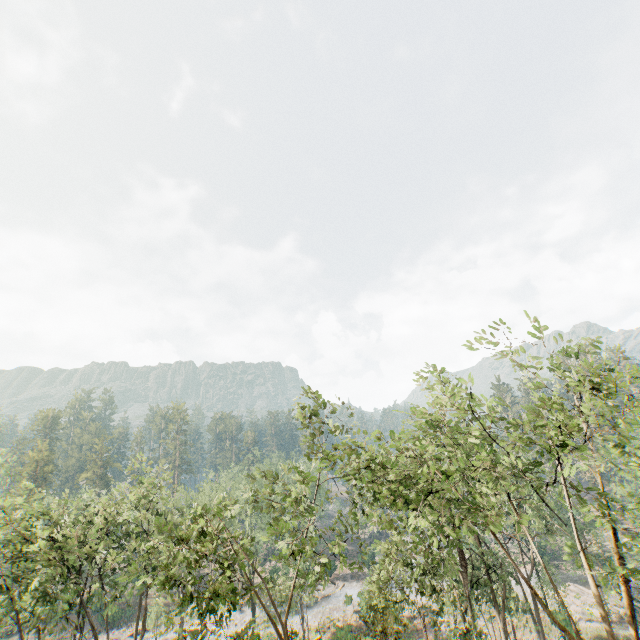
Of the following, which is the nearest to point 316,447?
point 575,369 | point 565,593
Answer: point 575,369

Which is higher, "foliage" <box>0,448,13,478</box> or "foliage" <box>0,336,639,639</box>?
"foliage" <box>0,448,13,478</box>

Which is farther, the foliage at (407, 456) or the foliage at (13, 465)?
the foliage at (13, 465)

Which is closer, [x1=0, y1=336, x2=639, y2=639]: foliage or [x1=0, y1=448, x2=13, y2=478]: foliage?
[x1=0, y1=336, x2=639, y2=639]: foliage

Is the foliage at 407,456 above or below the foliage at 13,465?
below
